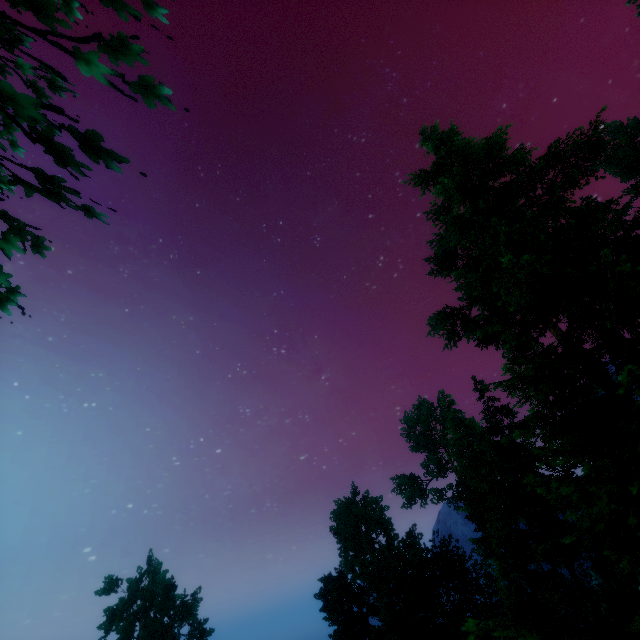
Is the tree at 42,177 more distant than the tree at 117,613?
No

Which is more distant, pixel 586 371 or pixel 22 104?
pixel 586 371

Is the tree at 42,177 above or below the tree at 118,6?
below

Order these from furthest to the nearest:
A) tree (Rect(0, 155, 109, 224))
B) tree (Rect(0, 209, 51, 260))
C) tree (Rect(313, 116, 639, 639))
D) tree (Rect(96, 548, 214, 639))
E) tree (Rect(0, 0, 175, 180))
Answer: tree (Rect(96, 548, 214, 639)), tree (Rect(313, 116, 639, 639)), tree (Rect(0, 209, 51, 260)), tree (Rect(0, 155, 109, 224)), tree (Rect(0, 0, 175, 180))

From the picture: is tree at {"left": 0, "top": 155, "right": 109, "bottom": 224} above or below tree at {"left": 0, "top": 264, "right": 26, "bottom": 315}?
below

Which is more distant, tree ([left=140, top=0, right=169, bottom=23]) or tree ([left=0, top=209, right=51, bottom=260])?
tree ([left=0, top=209, right=51, bottom=260])
